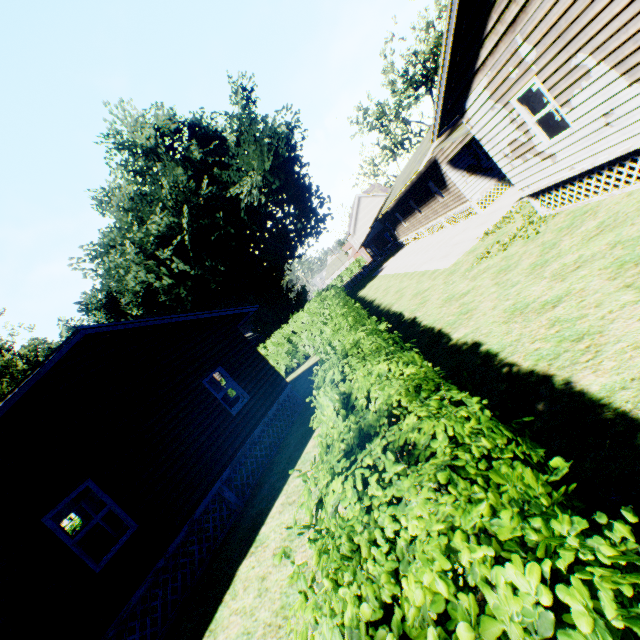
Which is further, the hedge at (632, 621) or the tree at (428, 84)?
the tree at (428, 84)

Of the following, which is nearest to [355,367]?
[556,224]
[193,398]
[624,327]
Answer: [624,327]

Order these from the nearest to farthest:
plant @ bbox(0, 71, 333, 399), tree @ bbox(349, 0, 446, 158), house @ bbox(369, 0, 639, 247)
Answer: house @ bbox(369, 0, 639, 247), plant @ bbox(0, 71, 333, 399), tree @ bbox(349, 0, 446, 158)

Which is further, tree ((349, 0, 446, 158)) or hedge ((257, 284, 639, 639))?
tree ((349, 0, 446, 158))

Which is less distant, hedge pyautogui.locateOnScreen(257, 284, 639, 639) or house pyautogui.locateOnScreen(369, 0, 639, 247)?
hedge pyautogui.locateOnScreen(257, 284, 639, 639)

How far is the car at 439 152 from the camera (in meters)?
15.44

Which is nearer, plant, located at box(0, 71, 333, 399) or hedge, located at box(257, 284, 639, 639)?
hedge, located at box(257, 284, 639, 639)

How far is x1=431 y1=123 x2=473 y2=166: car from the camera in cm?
1544
